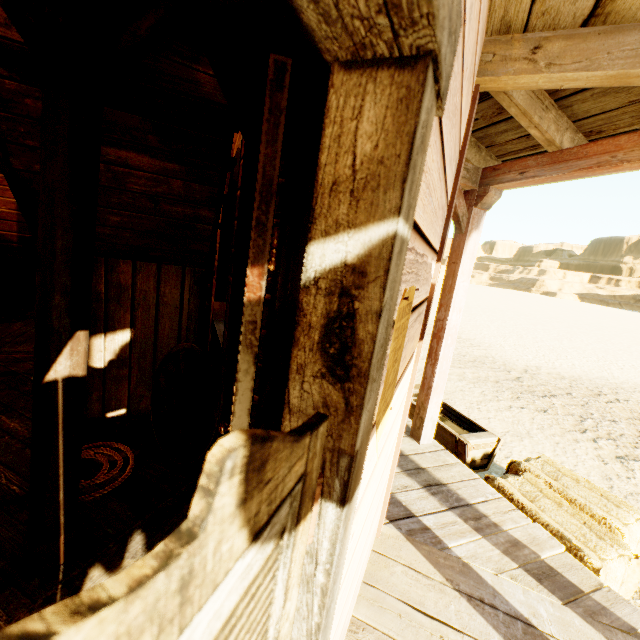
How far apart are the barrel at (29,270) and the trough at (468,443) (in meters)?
7.97

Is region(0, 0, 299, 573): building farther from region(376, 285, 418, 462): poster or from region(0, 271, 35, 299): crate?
region(0, 271, 35, 299): crate

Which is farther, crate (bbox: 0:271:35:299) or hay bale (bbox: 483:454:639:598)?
crate (bbox: 0:271:35:299)

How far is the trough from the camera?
3.6m

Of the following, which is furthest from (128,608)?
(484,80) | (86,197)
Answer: (484,80)

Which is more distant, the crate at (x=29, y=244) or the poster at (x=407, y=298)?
the crate at (x=29, y=244)

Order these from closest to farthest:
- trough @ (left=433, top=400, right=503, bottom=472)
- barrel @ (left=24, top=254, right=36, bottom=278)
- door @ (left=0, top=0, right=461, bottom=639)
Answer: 1. door @ (left=0, top=0, right=461, bottom=639)
2. trough @ (left=433, top=400, right=503, bottom=472)
3. barrel @ (left=24, top=254, right=36, bottom=278)

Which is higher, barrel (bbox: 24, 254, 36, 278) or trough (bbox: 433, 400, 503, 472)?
barrel (bbox: 24, 254, 36, 278)
